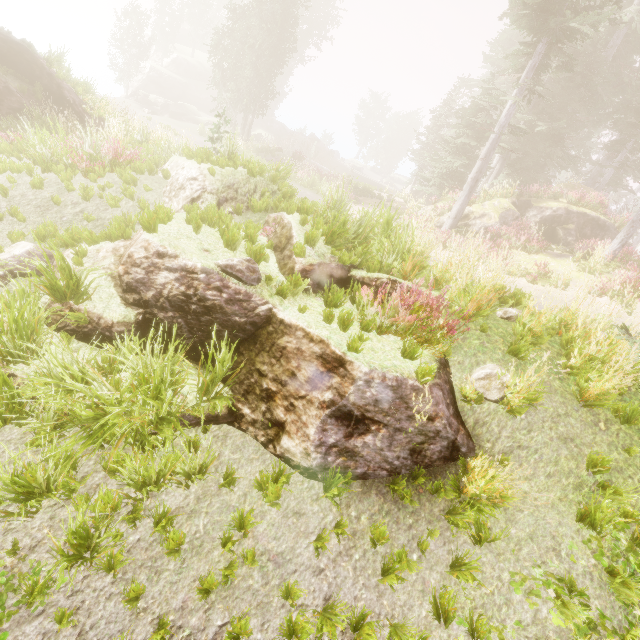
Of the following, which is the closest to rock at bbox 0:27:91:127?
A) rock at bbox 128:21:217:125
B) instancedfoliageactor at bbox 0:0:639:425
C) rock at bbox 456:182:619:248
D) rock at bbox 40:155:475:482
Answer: instancedfoliageactor at bbox 0:0:639:425

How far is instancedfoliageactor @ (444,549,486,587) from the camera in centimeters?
321cm

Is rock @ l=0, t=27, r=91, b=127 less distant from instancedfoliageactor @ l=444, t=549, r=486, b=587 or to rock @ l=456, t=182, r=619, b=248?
instancedfoliageactor @ l=444, t=549, r=486, b=587

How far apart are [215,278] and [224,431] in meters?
2.2

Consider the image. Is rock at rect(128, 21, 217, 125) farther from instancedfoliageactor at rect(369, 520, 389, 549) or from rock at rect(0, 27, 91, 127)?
rock at rect(0, 27, 91, 127)

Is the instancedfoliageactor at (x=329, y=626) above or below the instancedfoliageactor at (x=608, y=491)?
below

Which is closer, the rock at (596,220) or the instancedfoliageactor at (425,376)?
the instancedfoliageactor at (425,376)
